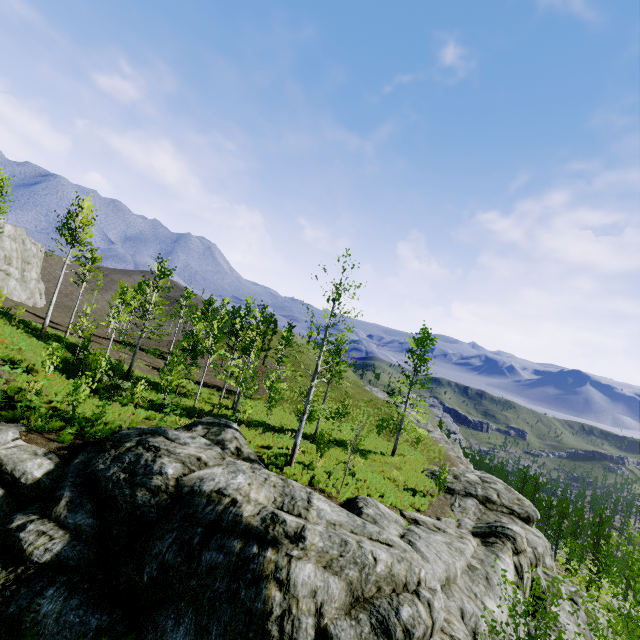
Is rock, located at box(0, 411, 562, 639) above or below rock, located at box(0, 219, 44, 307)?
below

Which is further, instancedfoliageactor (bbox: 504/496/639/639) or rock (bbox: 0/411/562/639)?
rock (bbox: 0/411/562/639)

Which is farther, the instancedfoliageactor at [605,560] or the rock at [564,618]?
the rock at [564,618]

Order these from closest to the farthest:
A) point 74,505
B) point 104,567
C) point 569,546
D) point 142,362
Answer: point 104,567
point 74,505
point 142,362
point 569,546

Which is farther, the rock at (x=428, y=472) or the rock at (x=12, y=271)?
the rock at (x=12, y=271)

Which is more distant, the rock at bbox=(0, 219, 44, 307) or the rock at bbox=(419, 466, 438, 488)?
the rock at bbox=(0, 219, 44, 307)

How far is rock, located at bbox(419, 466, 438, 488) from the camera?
22.90m

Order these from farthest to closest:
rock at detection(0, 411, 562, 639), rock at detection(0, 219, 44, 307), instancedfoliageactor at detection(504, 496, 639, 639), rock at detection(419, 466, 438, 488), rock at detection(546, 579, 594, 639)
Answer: rock at detection(0, 219, 44, 307)
rock at detection(419, 466, 438, 488)
rock at detection(546, 579, 594, 639)
rock at detection(0, 411, 562, 639)
instancedfoliageactor at detection(504, 496, 639, 639)
